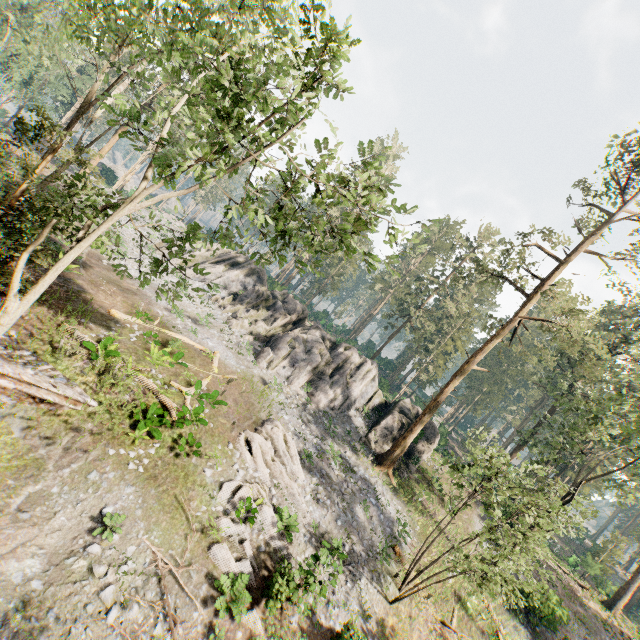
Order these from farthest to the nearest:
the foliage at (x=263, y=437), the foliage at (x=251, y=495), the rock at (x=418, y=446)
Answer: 1. the rock at (x=418, y=446)
2. the foliage at (x=263, y=437)
3. the foliage at (x=251, y=495)

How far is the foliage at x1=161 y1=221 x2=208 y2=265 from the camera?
10.60m

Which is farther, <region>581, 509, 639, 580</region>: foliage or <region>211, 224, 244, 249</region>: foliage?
<region>581, 509, 639, 580</region>: foliage

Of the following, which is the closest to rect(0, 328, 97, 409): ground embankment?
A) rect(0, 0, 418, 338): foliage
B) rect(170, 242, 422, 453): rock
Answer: rect(0, 0, 418, 338): foliage

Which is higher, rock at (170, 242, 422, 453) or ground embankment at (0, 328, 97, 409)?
rock at (170, 242, 422, 453)

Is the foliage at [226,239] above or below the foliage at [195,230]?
above

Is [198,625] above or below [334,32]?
below
